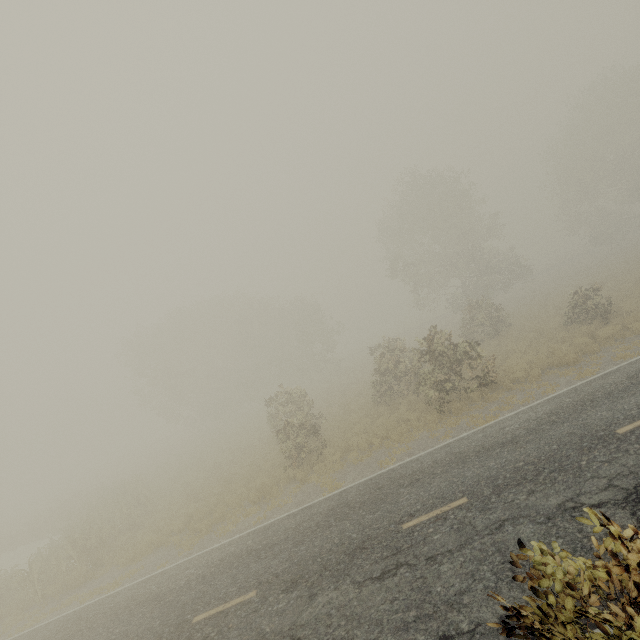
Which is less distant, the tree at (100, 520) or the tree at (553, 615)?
the tree at (553, 615)

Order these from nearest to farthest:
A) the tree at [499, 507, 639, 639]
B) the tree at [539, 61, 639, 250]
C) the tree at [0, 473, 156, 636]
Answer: the tree at [499, 507, 639, 639] < the tree at [0, 473, 156, 636] < the tree at [539, 61, 639, 250]

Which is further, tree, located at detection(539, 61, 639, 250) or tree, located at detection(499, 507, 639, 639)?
tree, located at detection(539, 61, 639, 250)

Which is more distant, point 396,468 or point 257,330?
point 257,330

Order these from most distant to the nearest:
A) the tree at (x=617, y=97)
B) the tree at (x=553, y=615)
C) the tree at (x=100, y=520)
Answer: the tree at (x=617, y=97)
the tree at (x=100, y=520)
the tree at (x=553, y=615)

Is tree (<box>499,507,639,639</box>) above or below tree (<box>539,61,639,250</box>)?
below
